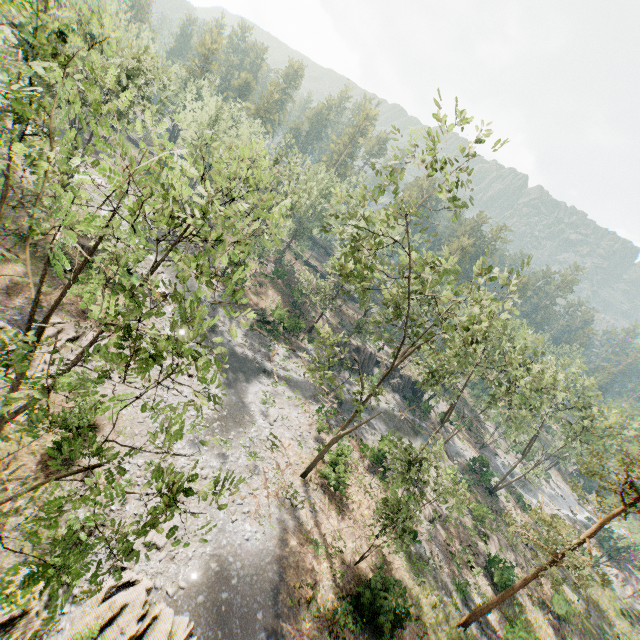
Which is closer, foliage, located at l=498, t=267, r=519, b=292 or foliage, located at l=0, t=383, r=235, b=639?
foliage, located at l=0, t=383, r=235, b=639

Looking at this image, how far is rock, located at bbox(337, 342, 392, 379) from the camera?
46.38m

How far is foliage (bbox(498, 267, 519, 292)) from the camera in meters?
16.1

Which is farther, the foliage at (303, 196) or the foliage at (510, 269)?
the foliage at (510, 269)

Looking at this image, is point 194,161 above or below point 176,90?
below

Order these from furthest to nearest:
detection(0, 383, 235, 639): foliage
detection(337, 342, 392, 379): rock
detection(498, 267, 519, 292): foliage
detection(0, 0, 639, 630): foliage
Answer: detection(337, 342, 392, 379): rock
detection(498, 267, 519, 292): foliage
detection(0, 0, 639, 630): foliage
detection(0, 383, 235, 639): foliage

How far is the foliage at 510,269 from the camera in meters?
16.1
